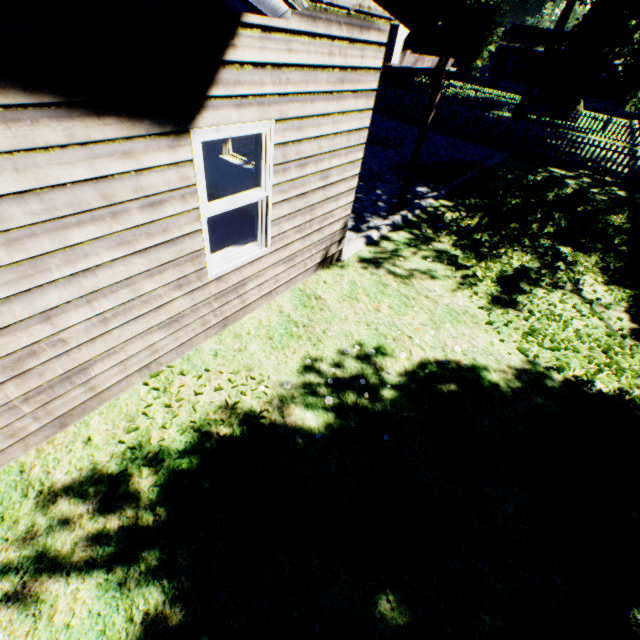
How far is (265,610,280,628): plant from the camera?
2.4m

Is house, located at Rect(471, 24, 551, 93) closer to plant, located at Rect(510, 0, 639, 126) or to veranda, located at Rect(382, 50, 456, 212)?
plant, located at Rect(510, 0, 639, 126)

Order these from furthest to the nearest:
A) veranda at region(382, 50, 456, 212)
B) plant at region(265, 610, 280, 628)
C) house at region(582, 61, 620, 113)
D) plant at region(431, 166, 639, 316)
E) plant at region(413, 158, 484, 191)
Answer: house at region(582, 61, 620, 113), plant at region(413, 158, 484, 191), plant at region(431, 166, 639, 316), veranda at region(382, 50, 456, 212), plant at region(265, 610, 280, 628)

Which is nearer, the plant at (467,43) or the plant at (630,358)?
the plant at (630,358)

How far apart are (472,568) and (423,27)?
32.57m
